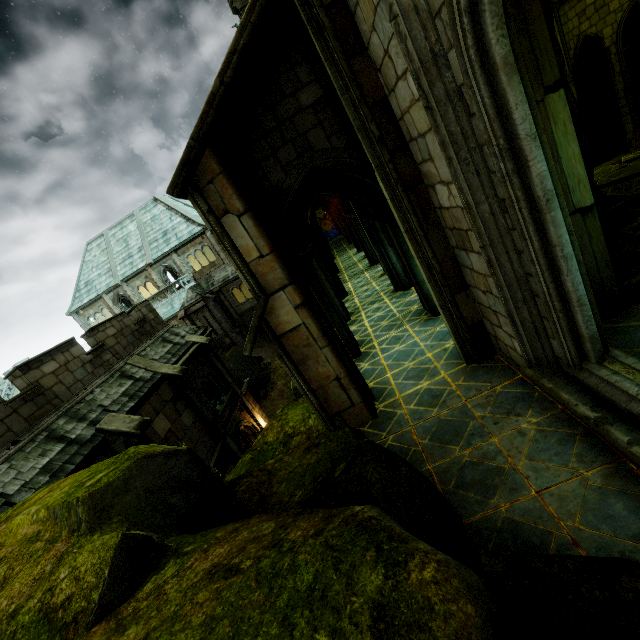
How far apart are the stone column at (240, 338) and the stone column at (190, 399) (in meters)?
16.72

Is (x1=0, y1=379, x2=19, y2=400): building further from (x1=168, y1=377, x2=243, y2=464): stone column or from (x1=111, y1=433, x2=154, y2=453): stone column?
(x1=111, y1=433, x2=154, y2=453): stone column

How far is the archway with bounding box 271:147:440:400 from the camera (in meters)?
5.29

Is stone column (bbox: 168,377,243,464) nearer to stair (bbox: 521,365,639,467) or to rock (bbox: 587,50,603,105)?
stair (bbox: 521,365,639,467)

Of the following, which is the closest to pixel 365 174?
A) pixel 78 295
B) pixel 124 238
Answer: pixel 124 238

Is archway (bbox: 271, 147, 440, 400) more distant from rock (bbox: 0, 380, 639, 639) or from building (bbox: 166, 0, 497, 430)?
rock (bbox: 0, 380, 639, 639)

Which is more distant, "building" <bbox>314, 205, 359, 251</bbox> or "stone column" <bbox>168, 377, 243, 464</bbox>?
"building" <bbox>314, 205, 359, 251</bbox>

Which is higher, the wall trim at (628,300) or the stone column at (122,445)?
the stone column at (122,445)
